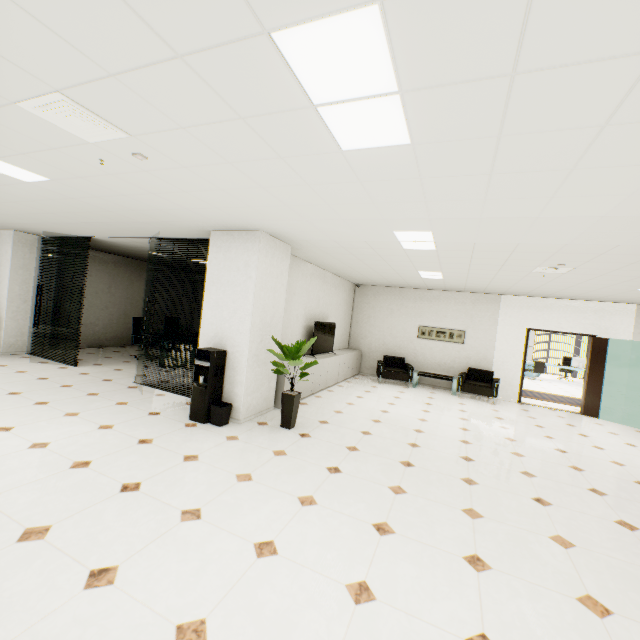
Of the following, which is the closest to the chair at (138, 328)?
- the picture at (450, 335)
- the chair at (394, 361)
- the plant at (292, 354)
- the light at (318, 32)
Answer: the plant at (292, 354)

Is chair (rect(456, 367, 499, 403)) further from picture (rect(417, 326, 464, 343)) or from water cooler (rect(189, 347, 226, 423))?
water cooler (rect(189, 347, 226, 423))

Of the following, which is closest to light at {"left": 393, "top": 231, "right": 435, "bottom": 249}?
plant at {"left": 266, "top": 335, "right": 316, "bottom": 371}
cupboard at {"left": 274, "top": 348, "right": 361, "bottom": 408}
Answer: plant at {"left": 266, "top": 335, "right": 316, "bottom": 371}

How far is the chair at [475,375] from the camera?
8.45m

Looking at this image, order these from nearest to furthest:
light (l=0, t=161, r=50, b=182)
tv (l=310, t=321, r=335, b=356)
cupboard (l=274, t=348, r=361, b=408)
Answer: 1. light (l=0, t=161, r=50, b=182)
2. cupboard (l=274, t=348, r=361, b=408)
3. tv (l=310, t=321, r=335, b=356)

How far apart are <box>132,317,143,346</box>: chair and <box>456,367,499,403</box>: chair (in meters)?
8.56

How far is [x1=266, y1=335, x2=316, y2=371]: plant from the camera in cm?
475

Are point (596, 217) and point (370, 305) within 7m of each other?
no
